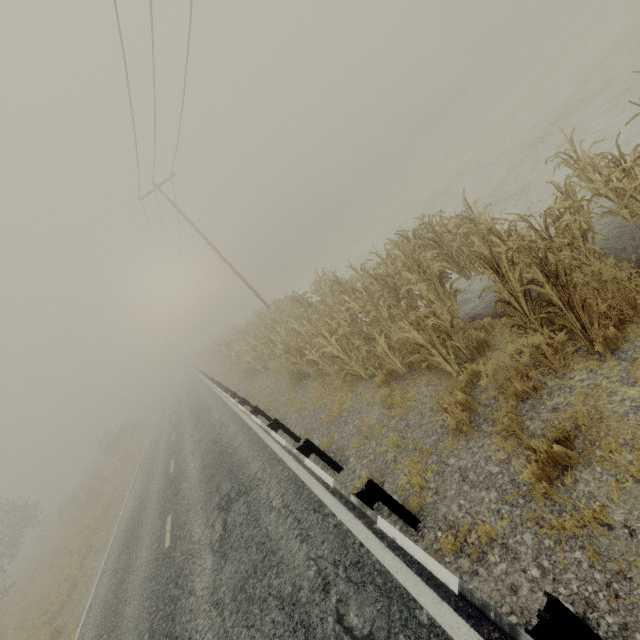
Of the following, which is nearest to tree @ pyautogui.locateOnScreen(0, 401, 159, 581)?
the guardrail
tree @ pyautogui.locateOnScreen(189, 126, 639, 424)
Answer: the guardrail

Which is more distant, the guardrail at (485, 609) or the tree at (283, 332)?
the tree at (283, 332)

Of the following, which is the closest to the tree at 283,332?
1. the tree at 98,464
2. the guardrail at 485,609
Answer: the guardrail at 485,609

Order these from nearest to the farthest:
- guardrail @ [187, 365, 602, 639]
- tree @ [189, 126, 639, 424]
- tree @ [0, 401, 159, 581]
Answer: guardrail @ [187, 365, 602, 639] → tree @ [189, 126, 639, 424] → tree @ [0, 401, 159, 581]

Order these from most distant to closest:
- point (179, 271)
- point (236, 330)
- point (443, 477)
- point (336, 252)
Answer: point (179, 271)
point (236, 330)
point (336, 252)
point (443, 477)

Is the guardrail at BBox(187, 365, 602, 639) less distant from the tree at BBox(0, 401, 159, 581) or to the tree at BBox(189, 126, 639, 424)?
the tree at BBox(189, 126, 639, 424)
